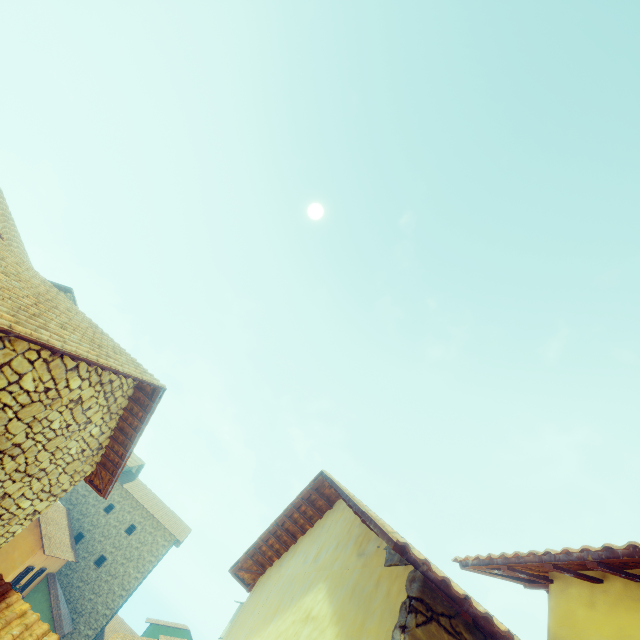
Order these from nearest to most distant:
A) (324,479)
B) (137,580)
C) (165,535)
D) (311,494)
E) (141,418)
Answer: (324,479) < (311,494) < (141,418) < (137,580) < (165,535)
